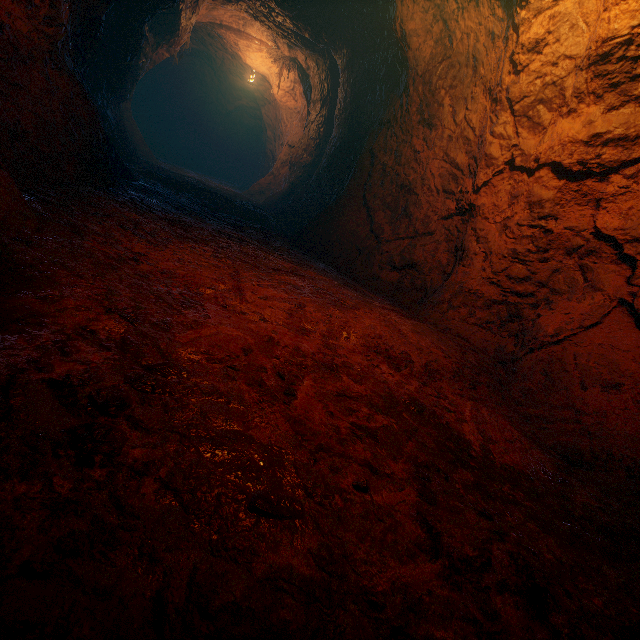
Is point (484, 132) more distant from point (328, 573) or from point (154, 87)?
point (154, 87)
